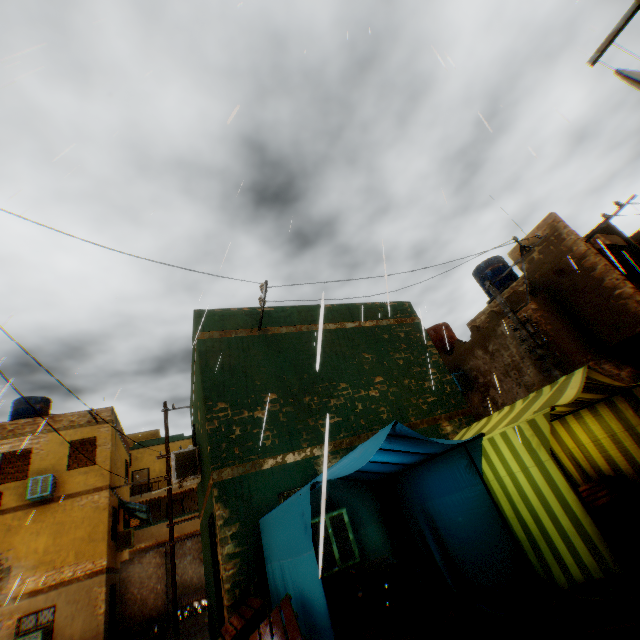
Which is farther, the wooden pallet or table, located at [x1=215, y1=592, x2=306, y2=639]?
the wooden pallet

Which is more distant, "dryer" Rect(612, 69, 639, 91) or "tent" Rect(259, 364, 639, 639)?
"dryer" Rect(612, 69, 639, 91)

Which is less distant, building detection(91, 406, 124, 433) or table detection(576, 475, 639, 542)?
table detection(576, 475, 639, 542)

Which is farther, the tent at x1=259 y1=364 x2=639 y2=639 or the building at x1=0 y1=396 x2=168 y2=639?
the building at x1=0 y1=396 x2=168 y2=639

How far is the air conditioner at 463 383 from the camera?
13.0 meters

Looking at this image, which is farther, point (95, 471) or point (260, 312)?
point (95, 471)

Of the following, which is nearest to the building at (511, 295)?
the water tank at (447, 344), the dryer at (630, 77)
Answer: the dryer at (630, 77)
